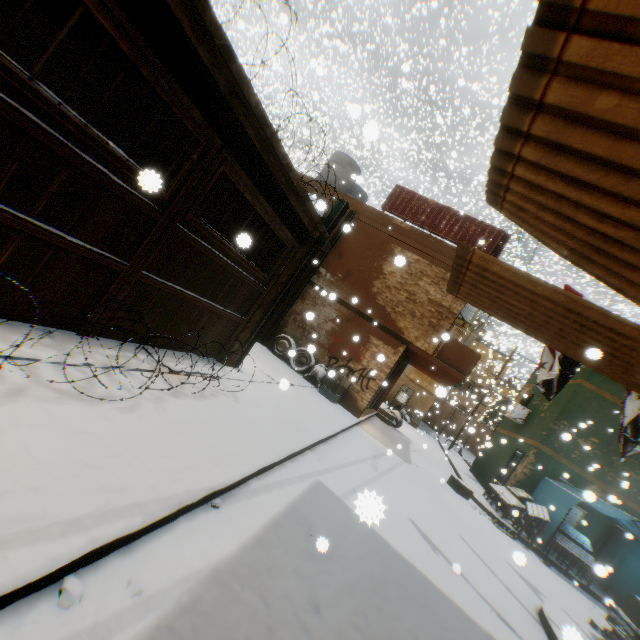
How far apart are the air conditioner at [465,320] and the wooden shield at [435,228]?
0.61m

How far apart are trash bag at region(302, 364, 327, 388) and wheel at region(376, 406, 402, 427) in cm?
641

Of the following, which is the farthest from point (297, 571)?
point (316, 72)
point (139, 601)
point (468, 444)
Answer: point (468, 444)

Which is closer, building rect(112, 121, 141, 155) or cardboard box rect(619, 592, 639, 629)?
cardboard box rect(619, 592, 639, 629)

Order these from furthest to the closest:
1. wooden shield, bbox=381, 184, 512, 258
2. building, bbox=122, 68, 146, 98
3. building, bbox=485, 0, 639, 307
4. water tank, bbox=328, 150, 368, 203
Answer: water tank, bbox=328, 150, 368, 203 → wooden shield, bbox=381, 184, 512, 258 → building, bbox=122, 68, 146, 98 → building, bbox=485, 0, 639, 307

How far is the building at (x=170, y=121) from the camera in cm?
602

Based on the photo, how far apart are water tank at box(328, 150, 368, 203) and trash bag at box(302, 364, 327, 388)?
7.98m

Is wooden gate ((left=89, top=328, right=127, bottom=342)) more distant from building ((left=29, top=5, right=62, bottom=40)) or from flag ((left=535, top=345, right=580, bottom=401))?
flag ((left=535, top=345, right=580, bottom=401))
